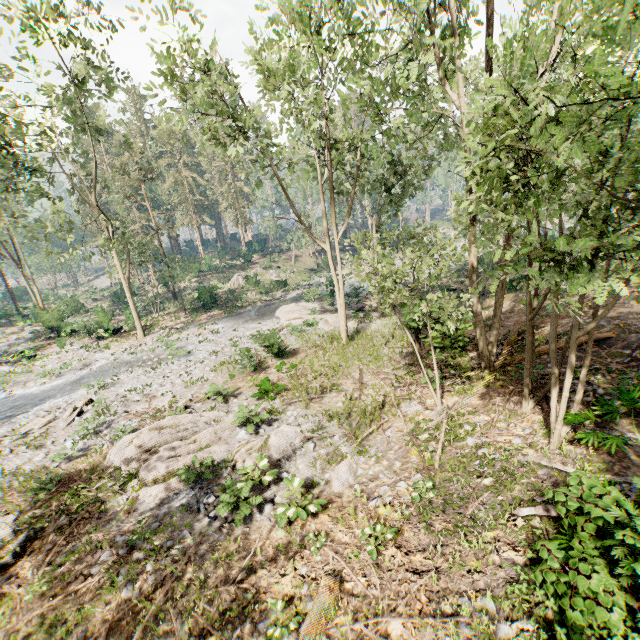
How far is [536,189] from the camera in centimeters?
2070cm

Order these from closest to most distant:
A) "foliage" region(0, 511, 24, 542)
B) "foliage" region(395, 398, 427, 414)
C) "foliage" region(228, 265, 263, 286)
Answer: "foliage" region(0, 511, 24, 542), "foliage" region(395, 398, 427, 414), "foliage" region(228, 265, 263, 286)

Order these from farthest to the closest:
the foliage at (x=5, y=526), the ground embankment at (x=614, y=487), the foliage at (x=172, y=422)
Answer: the foliage at (x=172, y=422), the foliage at (x=5, y=526), the ground embankment at (x=614, y=487)

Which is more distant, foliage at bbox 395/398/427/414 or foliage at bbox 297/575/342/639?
foliage at bbox 395/398/427/414

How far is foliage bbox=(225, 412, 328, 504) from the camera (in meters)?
9.27

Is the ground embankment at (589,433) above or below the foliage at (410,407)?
above
